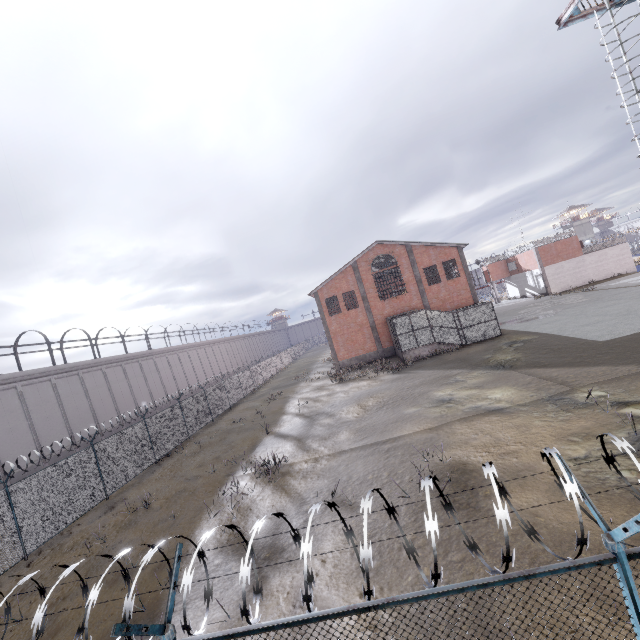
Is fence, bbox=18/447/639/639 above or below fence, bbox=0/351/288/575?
above

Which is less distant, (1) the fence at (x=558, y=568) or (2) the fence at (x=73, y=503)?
(1) the fence at (x=558, y=568)

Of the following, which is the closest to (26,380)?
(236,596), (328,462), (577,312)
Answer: (328,462)

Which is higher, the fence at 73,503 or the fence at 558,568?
the fence at 558,568

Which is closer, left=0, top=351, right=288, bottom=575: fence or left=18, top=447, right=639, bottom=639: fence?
left=18, top=447, right=639, bottom=639: fence
